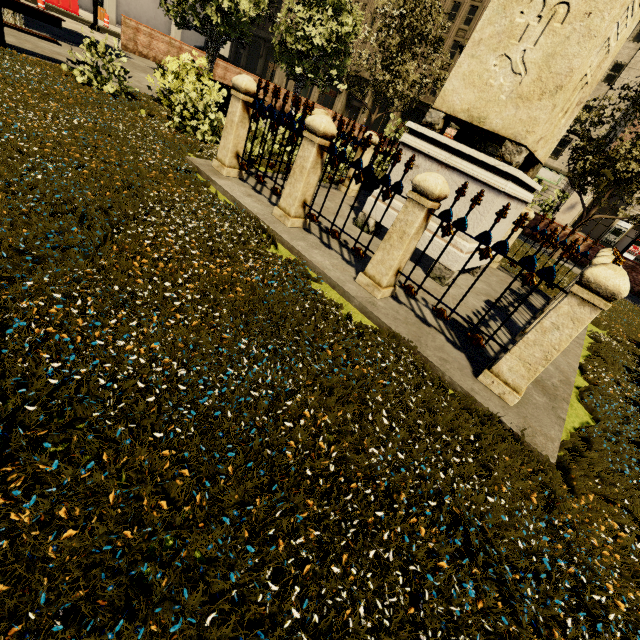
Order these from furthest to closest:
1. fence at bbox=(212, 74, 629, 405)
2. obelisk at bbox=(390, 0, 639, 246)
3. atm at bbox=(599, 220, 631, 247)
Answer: atm at bbox=(599, 220, 631, 247) < obelisk at bbox=(390, 0, 639, 246) < fence at bbox=(212, 74, 629, 405)

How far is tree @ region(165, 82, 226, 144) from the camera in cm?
611

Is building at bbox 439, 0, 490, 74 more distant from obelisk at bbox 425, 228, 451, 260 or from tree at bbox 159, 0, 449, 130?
obelisk at bbox 425, 228, 451, 260

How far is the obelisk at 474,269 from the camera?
5.2 meters

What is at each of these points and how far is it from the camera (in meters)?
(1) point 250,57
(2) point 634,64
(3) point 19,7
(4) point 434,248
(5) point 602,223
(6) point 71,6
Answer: (1) building, 56.06
(2) building, 26.69
(3) bench, 6.42
(4) obelisk, 5.00
(5) building, 39.22
(6) cement barricade, 19.64

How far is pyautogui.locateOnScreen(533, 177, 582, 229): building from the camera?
30.8 meters

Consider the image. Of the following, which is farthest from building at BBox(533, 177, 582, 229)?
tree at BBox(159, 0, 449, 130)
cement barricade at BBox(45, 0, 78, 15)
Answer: cement barricade at BBox(45, 0, 78, 15)

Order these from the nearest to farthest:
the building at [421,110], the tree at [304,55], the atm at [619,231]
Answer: the tree at [304,55] < the atm at [619,231] < the building at [421,110]
